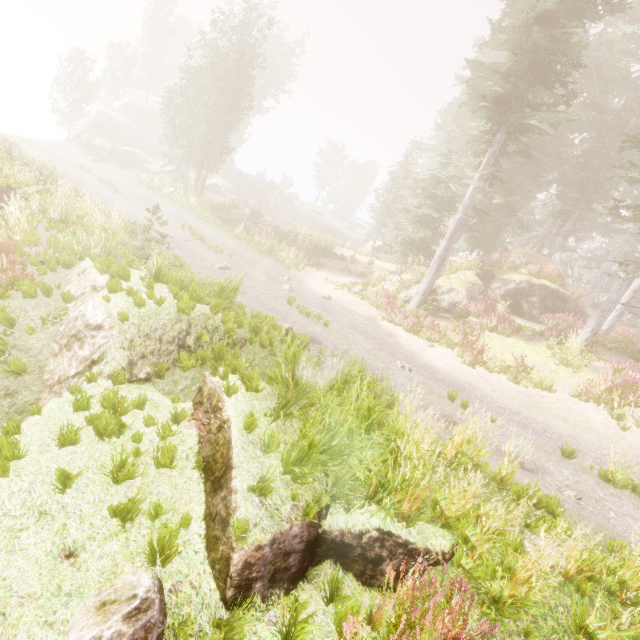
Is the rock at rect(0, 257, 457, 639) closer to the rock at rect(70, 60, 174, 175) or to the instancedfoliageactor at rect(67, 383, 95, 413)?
the instancedfoliageactor at rect(67, 383, 95, 413)

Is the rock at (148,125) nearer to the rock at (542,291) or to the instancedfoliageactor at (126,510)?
the instancedfoliageactor at (126,510)

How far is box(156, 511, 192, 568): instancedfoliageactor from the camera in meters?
3.1

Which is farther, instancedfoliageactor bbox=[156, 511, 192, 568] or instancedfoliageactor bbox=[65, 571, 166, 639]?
instancedfoliageactor bbox=[156, 511, 192, 568]

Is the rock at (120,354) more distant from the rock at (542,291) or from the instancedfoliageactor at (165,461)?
the rock at (542,291)

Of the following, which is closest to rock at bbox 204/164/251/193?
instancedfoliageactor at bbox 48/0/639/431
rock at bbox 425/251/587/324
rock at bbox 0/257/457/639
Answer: instancedfoliageactor at bbox 48/0/639/431

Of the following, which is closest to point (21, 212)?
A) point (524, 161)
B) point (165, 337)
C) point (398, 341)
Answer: point (165, 337)

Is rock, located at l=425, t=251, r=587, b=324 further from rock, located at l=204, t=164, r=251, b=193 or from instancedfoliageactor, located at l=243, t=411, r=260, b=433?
rock, located at l=204, t=164, r=251, b=193
